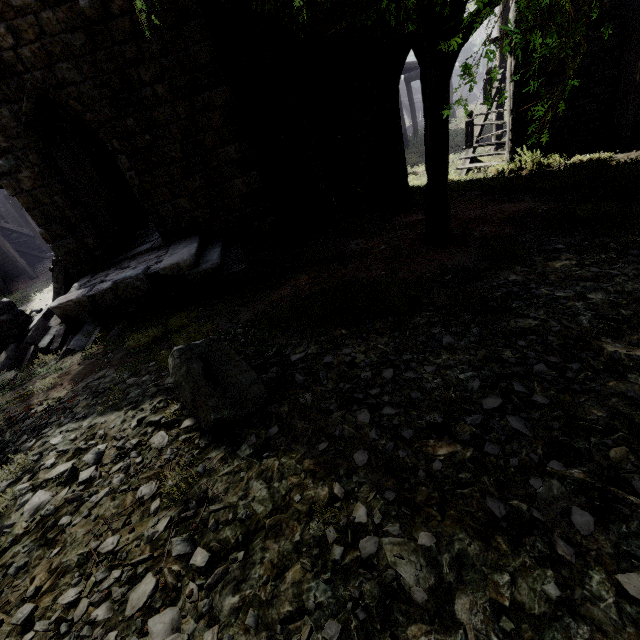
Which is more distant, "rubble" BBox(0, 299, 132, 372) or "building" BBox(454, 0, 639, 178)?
"building" BBox(454, 0, 639, 178)

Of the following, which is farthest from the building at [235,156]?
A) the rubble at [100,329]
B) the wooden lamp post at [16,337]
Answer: the wooden lamp post at [16,337]

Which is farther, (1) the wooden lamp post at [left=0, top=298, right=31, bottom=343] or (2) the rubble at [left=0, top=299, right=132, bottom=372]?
(1) the wooden lamp post at [left=0, top=298, right=31, bottom=343]

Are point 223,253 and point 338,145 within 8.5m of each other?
yes

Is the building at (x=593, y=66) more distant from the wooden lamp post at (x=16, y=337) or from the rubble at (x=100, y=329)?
the wooden lamp post at (x=16, y=337)

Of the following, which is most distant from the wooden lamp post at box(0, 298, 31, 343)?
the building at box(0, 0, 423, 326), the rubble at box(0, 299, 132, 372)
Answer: the building at box(0, 0, 423, 326)
